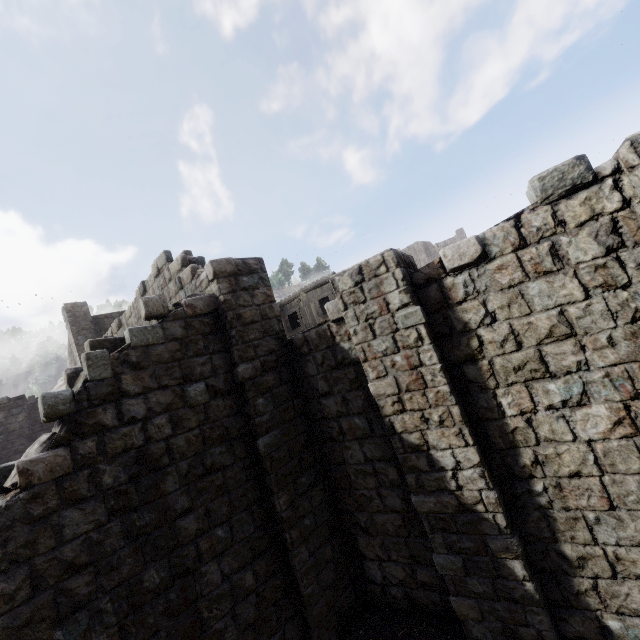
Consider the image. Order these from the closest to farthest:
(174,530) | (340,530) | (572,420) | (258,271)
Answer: (572,420) < (174,530) < (340,530) < (258,271)
